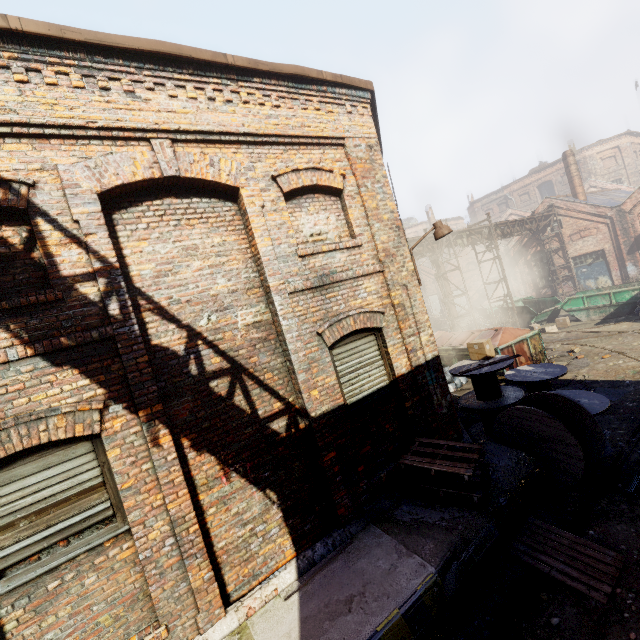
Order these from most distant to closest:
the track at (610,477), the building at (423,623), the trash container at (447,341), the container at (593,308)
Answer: the container at (593,308), the trash container at (447,341), the track at (610,477), the building at (423,623)

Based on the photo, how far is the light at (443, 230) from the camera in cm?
690

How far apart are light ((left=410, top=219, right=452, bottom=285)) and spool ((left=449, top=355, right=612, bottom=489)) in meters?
2.6

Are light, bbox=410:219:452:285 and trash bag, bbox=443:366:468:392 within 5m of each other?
no

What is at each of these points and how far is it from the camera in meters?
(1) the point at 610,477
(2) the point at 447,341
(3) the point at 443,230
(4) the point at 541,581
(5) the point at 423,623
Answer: (1) track, 5.7
(2) trash container, 14.3
(3) light, 6.9
(4) track, 4.3
(5) building, 3.7

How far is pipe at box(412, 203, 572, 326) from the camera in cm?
1611

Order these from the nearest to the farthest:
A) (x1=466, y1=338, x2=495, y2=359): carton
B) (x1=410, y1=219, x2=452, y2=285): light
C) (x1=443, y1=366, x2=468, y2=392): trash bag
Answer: (x1=410, y1=219, x2=452, y2=285): light
(x1=466, y1=338, x2=495, y2=359): carton
(x1=443, y1=366, x2=468, y2=392): trash bag

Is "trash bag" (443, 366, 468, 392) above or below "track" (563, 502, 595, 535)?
above
